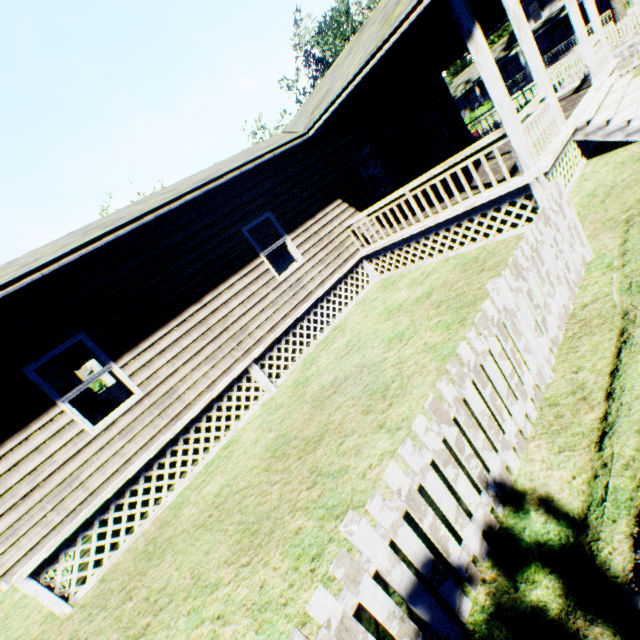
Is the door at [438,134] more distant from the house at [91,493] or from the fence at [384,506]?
the fence at [384,506]

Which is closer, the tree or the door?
the door

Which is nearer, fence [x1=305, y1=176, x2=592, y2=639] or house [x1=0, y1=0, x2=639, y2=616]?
fence [x1=305, y1=176, x2=592, y2=639]

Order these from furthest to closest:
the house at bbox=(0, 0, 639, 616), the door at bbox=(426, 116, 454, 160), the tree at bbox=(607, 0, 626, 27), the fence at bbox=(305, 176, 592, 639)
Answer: the tree at bbox=(607, 0, 626, 27), the door at bbox=(426, 116, 454, 160), the house at bbox=(0, 0, 639, 616), the fence at bbox=(305, 176, 592, 639)

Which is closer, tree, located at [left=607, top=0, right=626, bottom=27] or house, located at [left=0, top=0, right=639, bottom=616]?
house, located at [left=0, top=0, right=639, bottom=616]

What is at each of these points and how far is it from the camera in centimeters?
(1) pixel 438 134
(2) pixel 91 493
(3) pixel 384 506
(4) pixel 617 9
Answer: (1) door, 1360cm
(2) house, 562cm
(3) fence, 190cm
(4) tree, 2219cm

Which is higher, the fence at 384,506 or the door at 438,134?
the door at 438,134

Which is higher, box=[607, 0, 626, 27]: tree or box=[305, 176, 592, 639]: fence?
box=[607, 0, 626, 27]: tree
